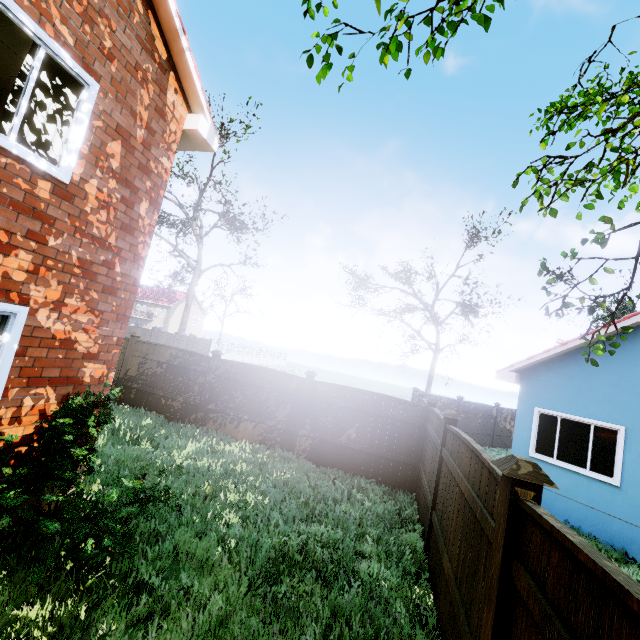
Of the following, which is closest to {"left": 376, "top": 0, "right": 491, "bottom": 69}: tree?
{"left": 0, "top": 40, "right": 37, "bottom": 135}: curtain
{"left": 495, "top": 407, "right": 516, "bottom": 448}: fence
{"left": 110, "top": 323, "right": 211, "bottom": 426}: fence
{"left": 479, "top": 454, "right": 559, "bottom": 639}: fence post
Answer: {"left": 110, "top": 323, "right": 211, "bottom": 426}: fence

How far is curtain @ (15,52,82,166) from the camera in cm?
369

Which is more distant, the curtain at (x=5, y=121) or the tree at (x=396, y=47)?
the curtain at (x=5, y=121)

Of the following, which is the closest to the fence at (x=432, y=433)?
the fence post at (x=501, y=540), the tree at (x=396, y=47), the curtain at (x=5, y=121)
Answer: the fence post at (x=501, y=540)

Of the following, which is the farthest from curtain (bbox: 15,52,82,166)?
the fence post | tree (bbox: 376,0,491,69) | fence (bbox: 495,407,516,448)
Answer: fence (bbox: 495,407,516,448)

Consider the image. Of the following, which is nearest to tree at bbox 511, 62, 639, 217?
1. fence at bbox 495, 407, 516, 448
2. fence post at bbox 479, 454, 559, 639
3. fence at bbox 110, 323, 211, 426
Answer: fence at bbox 110, 323, 211, 426

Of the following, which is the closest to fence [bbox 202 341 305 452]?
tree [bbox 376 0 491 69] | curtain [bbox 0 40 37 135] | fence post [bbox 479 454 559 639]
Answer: fence post [bbox 479 454 559 639]

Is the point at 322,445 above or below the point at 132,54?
below
